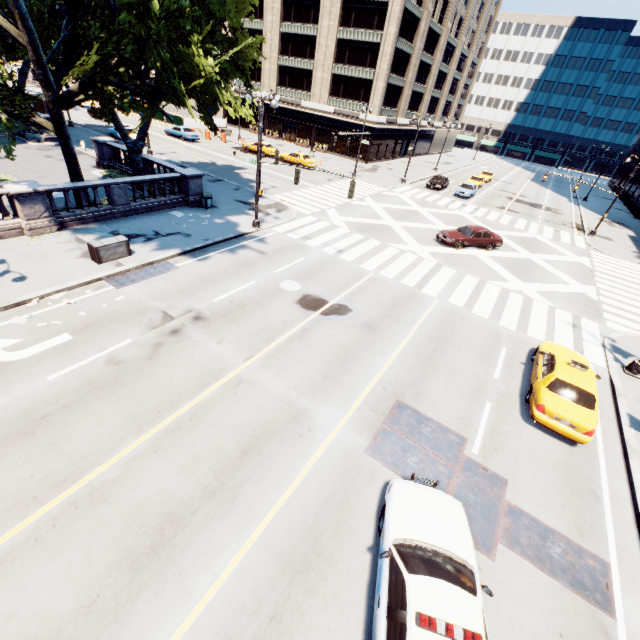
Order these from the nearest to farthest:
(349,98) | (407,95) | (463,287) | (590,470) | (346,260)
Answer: (590,470) → (463,287) → (346,260) → (349,98) → (407,95)

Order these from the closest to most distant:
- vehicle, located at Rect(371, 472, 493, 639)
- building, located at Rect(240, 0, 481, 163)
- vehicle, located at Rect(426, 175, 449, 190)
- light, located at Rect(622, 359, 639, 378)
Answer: vehicle, located at Rect(371, 472, 493, 639), light, located at Rect(622, 359, 639, 378), vehicle, located at Rect(426, 175, 449, 190), building, located at Rect(240, 0, 481, 163)

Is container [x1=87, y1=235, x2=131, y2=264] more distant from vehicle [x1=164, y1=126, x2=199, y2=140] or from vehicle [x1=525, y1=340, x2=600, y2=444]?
vehicle [x1=164, y1=126, x2=199, y2=140]

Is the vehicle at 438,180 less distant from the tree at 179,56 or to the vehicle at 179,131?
the tree at 179,56

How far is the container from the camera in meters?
14.3

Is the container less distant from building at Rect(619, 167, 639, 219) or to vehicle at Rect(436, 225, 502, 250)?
vehicle at Rect(436, 225, 502, 250)

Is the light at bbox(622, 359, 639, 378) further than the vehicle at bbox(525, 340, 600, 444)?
Yes

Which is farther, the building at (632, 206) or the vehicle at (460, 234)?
the building at (632, 206)
